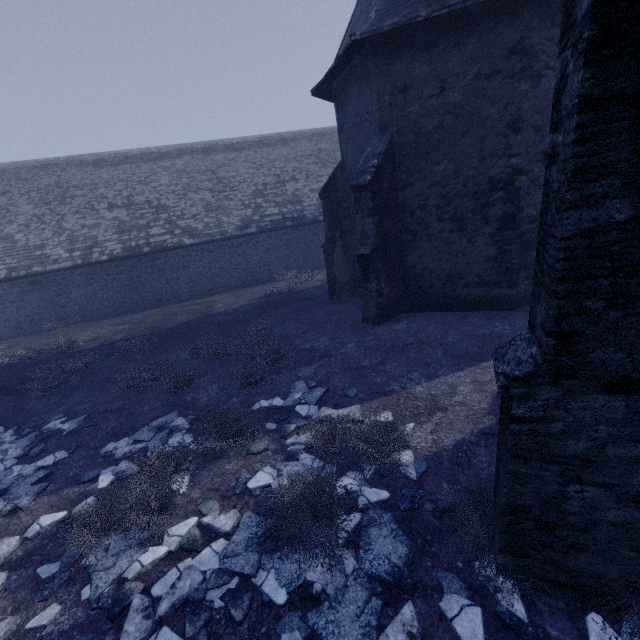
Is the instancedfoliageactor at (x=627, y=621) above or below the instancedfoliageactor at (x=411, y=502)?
above

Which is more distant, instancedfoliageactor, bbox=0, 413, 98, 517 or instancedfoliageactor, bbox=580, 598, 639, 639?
instancedfoliageactor, bbox=0, 413, 98, 517

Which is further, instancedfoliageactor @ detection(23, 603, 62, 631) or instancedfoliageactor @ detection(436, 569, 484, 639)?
instancedfoliageactor @ detection(23, 603, 62, 631)

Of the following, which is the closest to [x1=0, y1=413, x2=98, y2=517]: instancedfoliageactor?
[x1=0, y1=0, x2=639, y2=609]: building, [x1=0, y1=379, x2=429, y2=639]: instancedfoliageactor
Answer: [x1=0, y1=379, x2=429, y2=639]: instancedfoliageactor

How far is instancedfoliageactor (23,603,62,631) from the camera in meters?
3.4

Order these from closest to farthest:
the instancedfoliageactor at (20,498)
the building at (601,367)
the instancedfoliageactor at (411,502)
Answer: the building at (601,367) < the instancedfoliageactor at (411,502) < the instancedfoliageactor at (20,498)

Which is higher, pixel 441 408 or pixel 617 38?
pixel 617 38
